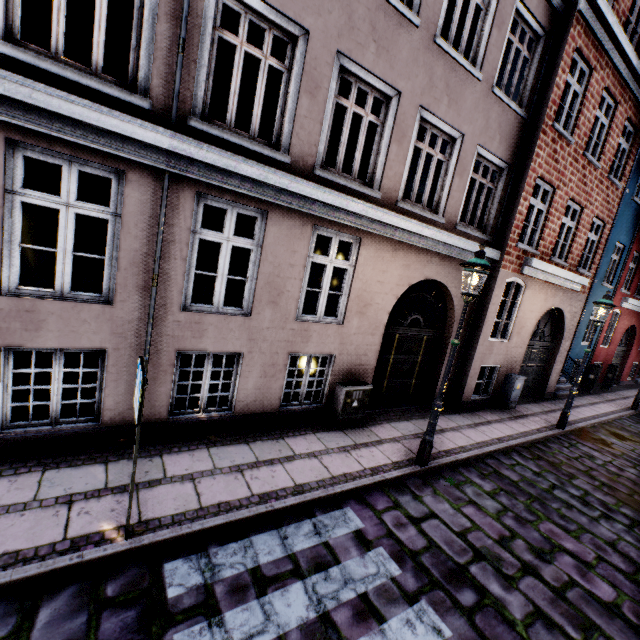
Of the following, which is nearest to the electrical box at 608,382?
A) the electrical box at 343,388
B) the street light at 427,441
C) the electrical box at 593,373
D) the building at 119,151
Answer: the building at 119,151

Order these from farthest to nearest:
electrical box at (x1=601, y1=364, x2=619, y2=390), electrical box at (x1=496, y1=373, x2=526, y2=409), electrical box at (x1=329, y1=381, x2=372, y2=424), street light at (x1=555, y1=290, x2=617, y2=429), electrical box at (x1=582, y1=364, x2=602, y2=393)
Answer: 1. electrical box at (x1=601, y1=364, x2=619, y2=390)
2. electrical box at (x1=582, y1=364, x2=602, y2=393)
3. electrical box at (x1=496, y1=373, x2=526, y2=409)
4. street light at (x1=555, y1=290, x2=617, y2=429)
5. electrical box at (x1=329, y1=381, x2=372, y2=424)

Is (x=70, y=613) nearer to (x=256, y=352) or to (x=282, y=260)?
(x=256, y=352)

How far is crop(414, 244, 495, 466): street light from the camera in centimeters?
511cm

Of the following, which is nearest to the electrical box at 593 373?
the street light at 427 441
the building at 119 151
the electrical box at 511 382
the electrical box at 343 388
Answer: the building at 119 151

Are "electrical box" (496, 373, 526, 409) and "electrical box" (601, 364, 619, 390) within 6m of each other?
no

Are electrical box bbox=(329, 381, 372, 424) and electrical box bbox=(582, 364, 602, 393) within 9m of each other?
no

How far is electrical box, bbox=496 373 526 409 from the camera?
9.7 meters
